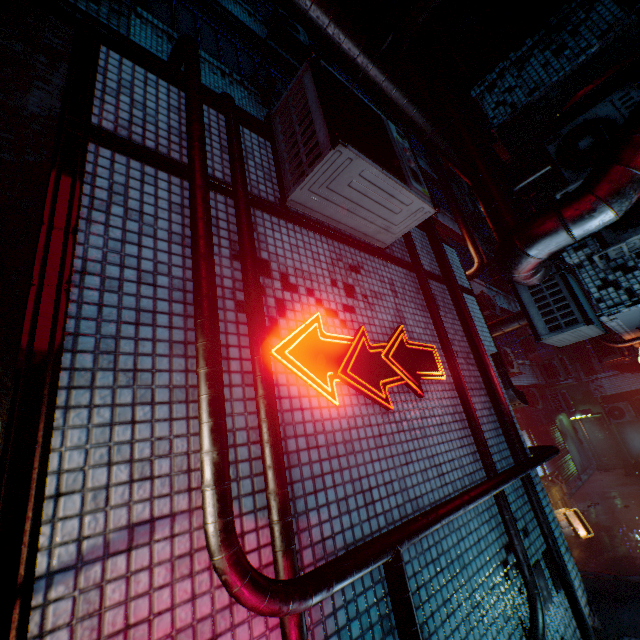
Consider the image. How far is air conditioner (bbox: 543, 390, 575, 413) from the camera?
13.6 meters

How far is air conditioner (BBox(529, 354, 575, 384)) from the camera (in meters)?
11.14

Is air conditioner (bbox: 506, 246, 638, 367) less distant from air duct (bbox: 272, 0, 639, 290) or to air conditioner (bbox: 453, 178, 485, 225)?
air duct (bbox: 272, 0, 639, 290)

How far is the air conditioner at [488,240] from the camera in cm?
1414

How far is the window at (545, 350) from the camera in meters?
13.7

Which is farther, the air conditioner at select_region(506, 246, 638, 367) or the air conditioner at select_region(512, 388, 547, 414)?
the air conditioner at select_region(512, 388, 547, 414)

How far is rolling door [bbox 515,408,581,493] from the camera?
11.09m

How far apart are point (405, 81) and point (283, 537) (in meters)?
4.27
